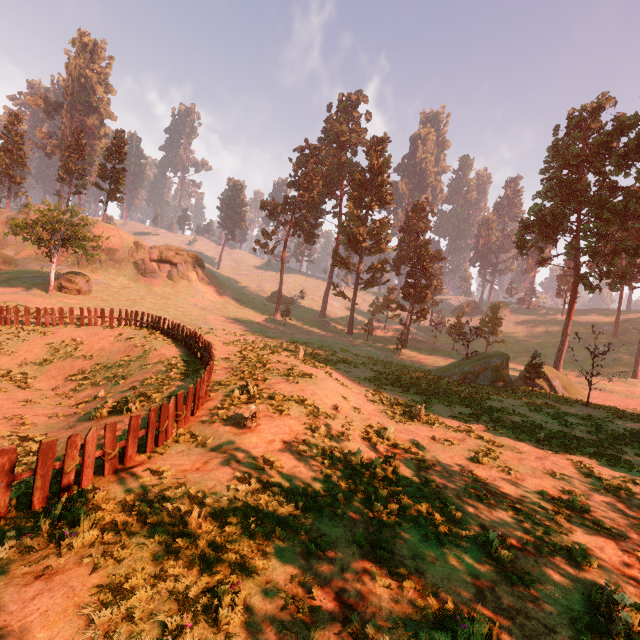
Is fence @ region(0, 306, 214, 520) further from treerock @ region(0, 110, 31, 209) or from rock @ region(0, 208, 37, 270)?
rock @ region(0, 208, 37, 270)

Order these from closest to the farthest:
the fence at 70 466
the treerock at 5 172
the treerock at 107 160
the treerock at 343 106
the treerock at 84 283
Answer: the fence at 70 466
the treerock at 84 283
the treerock at 5 172
the treerock at 107 160
the treerock at 343 106

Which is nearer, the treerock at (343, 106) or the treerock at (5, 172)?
the treerock at (5, 172)

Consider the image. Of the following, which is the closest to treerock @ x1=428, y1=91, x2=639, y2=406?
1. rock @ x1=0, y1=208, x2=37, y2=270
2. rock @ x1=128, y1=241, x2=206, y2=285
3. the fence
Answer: rock @ x1=0, y1=208, x2=37, y2=270

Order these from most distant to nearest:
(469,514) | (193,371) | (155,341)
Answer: (155,341) → (193,371) → (469,514)

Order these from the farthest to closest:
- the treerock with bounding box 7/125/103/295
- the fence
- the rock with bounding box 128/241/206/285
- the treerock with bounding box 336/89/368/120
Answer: the treerock with bounding box 336/89/368/120, the rock with bounding box 128/241/206/285, the treerock with bounding box 7/125/103/295, the fence

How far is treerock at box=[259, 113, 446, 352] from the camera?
48.5 meters

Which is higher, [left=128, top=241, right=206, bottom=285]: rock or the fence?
[left=128, top=241, right=206, bottom=285]: rock
